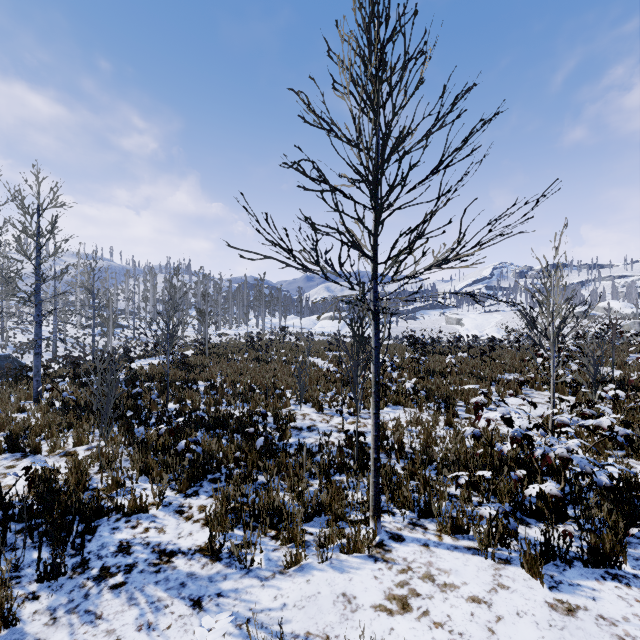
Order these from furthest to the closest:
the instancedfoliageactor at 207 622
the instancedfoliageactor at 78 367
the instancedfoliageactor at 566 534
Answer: the instancedfoliageactor at 78 367 < the instancedfoliageactor at 566 534 < the instancedfoliageactor at 207 622

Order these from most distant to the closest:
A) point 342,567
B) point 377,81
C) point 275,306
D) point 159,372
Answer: point 275,306 < point 159,372 < point 377,81 < point 342,567

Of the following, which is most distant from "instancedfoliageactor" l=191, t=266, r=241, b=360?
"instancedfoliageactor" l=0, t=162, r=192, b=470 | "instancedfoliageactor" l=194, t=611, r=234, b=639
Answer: "instancedfoliageactor" l=194, t=611, r=234, b=639

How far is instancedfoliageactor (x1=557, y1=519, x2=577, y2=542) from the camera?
3.2m

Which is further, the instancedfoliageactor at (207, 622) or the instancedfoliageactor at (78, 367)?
the instancedfoliageactor at (78, 367)

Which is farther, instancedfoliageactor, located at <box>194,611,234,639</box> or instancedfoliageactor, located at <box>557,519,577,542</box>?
instancedfoliageactor, located at <box>557,519,577,542</box>

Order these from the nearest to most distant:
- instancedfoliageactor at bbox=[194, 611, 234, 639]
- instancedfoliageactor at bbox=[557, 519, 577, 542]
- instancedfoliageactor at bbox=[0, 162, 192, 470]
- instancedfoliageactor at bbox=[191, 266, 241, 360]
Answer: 1. instancedfoliageactor at bbox=[194, 611, 234, 639]
2. instancedfoliageactor at bbox=[557, 519, 577, 542]
3. instancedfoliageactor at bbox=[0, 162, 192, 470]
4. instancedfoliageactor at bbox=[191, 266, 241, 360]

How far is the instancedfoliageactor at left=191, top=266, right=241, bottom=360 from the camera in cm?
1783
